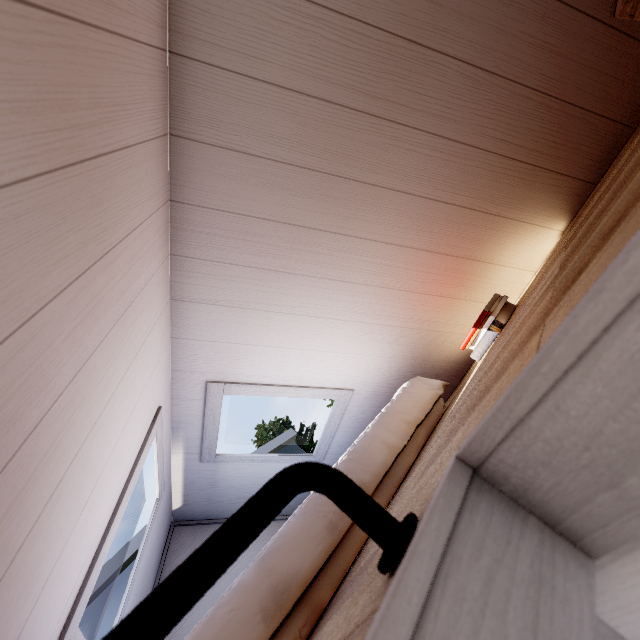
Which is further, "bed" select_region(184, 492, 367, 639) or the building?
the building

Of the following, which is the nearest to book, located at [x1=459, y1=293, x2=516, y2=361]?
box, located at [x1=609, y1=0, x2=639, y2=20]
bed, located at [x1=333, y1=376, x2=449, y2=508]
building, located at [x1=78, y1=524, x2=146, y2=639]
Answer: bed, located at [x1=333, y1=376, x2=449, y2=508]

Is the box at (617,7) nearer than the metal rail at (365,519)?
No

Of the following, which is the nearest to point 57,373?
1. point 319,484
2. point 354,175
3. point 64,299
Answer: point 64,299

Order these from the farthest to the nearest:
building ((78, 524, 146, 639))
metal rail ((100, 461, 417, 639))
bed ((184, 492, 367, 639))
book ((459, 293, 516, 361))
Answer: building ((78, 524, 146, 639))
book ((459, 293, 516, 361))
bed ((184, 492, 367, 639))
metal rail ((100, 461, 417, 639))

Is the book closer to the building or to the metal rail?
the metal rail

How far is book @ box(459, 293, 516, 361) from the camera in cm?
138

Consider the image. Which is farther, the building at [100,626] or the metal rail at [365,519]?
the building at [100,626]
